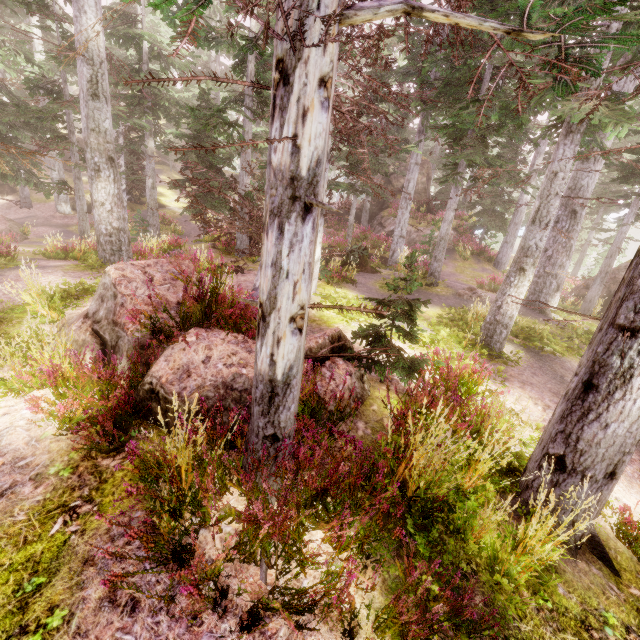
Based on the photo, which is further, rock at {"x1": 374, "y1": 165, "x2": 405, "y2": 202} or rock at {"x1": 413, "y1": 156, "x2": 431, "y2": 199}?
rock at {"x1": 374, "y1": 165, "x2": 405, "y2": 202}

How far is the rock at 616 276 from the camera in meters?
18.0 m

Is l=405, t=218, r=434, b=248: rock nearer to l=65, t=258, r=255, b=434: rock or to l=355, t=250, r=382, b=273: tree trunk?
l=355, t=250, r=382, b=273: tree trunk

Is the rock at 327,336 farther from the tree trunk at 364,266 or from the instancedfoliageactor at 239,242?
the tree trunk at 364,266

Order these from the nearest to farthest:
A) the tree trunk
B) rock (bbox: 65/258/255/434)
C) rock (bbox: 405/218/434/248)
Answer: rock (bbox: 65/258/255/434)
the tree trunk
rock (bbox: 405/218/434/248)

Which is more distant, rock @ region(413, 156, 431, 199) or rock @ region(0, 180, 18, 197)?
rock @ region(0, 180, 18, 197)

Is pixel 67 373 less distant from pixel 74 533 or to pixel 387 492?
pixel 74 533

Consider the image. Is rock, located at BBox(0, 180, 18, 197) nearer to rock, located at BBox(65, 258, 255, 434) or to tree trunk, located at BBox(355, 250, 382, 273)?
tree trunk, located at BBox(355, 250, 382, 273)
